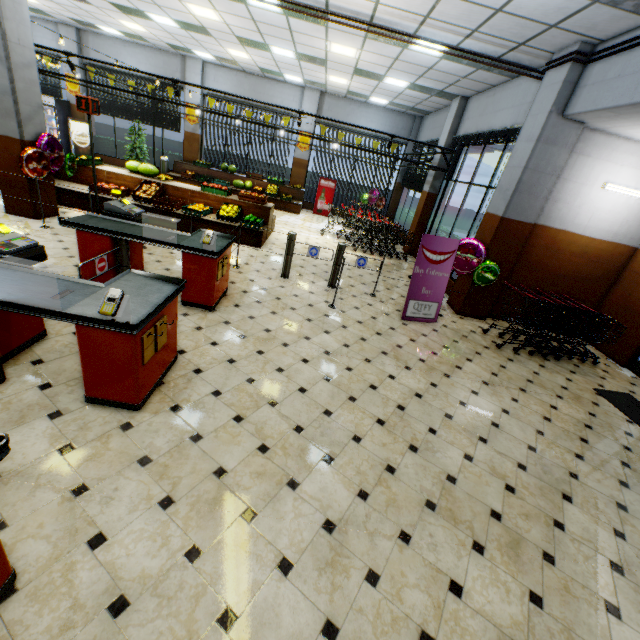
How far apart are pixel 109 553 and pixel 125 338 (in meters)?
1.51

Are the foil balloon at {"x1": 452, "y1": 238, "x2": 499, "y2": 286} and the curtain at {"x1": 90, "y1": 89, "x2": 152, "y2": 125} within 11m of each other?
no

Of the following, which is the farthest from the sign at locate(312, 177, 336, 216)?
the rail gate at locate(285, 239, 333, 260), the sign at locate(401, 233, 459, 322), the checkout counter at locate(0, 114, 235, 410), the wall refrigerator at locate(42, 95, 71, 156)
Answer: Answer: the wall refrigerator at locate(42, 95, 71, 156)

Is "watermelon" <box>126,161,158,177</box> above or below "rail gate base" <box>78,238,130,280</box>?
above

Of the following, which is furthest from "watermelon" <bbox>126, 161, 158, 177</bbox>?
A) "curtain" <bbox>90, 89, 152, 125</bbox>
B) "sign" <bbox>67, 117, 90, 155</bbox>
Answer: "sign" <bbox>67, 117, 90, 155</bbox>

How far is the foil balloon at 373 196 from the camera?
14.9m

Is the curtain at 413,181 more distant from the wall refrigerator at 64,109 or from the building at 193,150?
the wall refrigerator at 64,109

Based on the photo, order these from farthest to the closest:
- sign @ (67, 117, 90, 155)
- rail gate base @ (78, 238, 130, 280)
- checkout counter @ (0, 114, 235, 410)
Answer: sign @ (67, 117, 90, 155) < rail gate base @ (78, 238, 130, 280) < checkout counter @ (0, 114, 235, 410)
